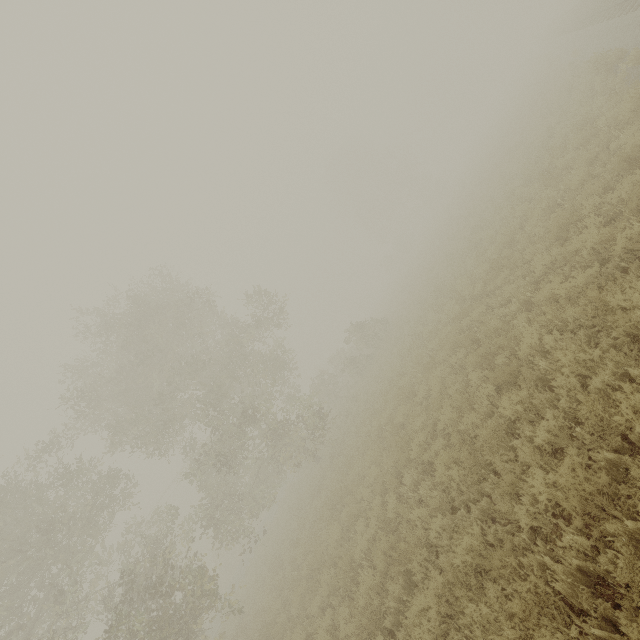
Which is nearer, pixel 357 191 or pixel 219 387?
pixel 219 387
